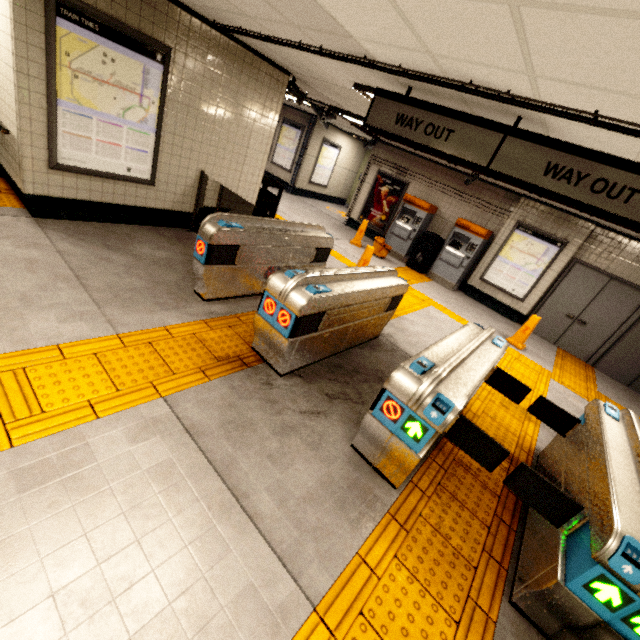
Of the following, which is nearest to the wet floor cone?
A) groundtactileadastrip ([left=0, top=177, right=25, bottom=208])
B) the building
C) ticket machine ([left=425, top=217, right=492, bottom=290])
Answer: ticket machine ([left=425, top=217, right=492, bottom=290])

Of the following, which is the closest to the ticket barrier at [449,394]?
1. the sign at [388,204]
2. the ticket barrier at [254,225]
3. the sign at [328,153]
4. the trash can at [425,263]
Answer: the ticket barrier at [254,225]

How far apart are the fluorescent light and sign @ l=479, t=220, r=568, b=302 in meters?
5.2

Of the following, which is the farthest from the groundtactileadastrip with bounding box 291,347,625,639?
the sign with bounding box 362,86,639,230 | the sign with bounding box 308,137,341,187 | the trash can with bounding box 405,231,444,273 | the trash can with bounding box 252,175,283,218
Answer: the sign with bounding box 308,137,341,187

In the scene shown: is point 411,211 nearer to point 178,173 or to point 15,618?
point 178,173

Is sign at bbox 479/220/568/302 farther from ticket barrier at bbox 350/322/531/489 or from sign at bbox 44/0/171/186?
sign at bbox 44/0/171/186

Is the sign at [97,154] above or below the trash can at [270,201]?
above

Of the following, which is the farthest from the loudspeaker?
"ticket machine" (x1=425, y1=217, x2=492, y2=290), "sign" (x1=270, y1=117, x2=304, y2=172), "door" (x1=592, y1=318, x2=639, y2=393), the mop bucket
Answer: "door" (x1=592, y1=318, x2=639, y2=393)
